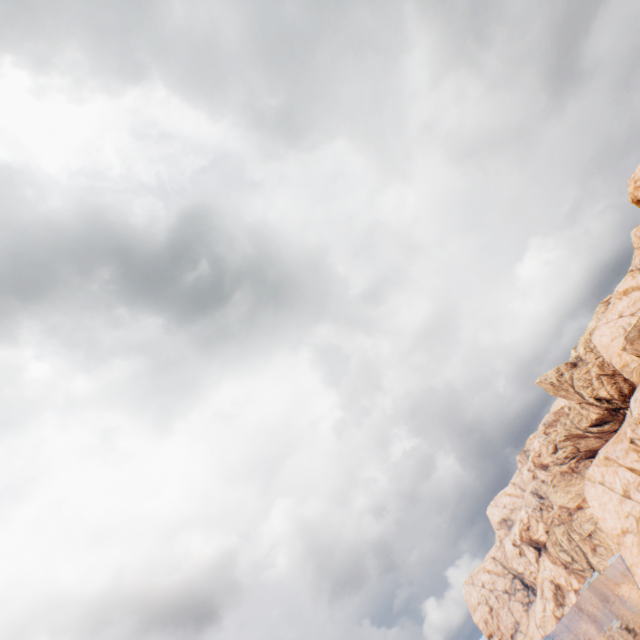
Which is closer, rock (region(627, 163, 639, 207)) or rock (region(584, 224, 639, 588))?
rock (region(584, 224, 639, 588))

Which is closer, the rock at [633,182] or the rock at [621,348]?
the rock at [621,348]

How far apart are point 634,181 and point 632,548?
43.0m

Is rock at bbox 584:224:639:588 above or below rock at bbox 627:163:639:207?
below

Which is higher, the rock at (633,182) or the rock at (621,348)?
the rock at (633,182)
